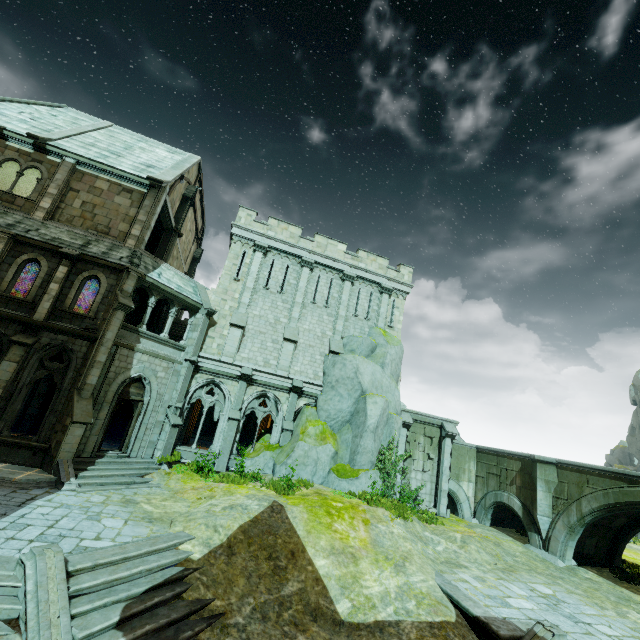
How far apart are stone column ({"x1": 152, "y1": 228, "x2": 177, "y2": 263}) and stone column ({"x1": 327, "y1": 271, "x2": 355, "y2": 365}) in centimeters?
1169cm

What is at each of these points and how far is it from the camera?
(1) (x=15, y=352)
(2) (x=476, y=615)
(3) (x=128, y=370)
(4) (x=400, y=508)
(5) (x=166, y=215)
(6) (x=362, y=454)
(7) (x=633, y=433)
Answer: (1) stone column, 13.12m
(2) wall trim, 9.09m
(3) window, 15.55m
(4) plant, 15.23m
(5) stone beam, 20.02m
(6) rock, 17.77m
(7) rock, 53.34m

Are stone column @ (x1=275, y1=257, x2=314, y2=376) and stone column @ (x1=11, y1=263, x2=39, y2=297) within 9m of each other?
no

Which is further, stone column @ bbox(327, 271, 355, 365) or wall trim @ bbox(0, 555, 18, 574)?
stone column @ bbox(327, 271, 355, 365)

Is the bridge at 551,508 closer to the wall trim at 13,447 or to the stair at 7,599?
the stair at 7,599

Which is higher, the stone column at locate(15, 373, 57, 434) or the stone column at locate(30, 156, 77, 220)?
the stone column at locate(30, 156, 77, 220)

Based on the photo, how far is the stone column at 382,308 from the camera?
23.3m

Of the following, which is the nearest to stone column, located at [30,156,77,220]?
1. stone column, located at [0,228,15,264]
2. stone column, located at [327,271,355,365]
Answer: stone column, located at [0,228,15,264]
